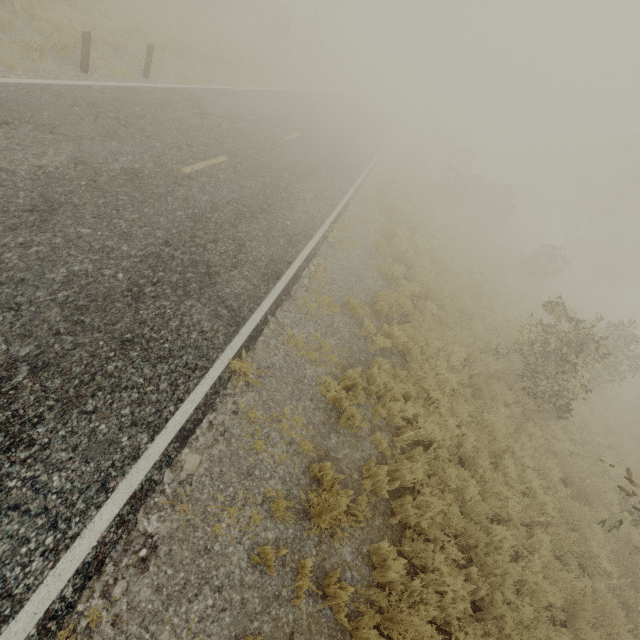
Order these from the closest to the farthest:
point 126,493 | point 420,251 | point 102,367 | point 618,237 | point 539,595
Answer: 1. point 126,493
2. point 102,367
3. point 539,595
4. point 420,251
5. point 618,237

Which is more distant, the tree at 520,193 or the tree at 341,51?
the tree at 520,193

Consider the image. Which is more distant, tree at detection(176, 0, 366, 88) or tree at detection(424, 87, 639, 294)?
tree at detection(424, 87, 639, 294)
